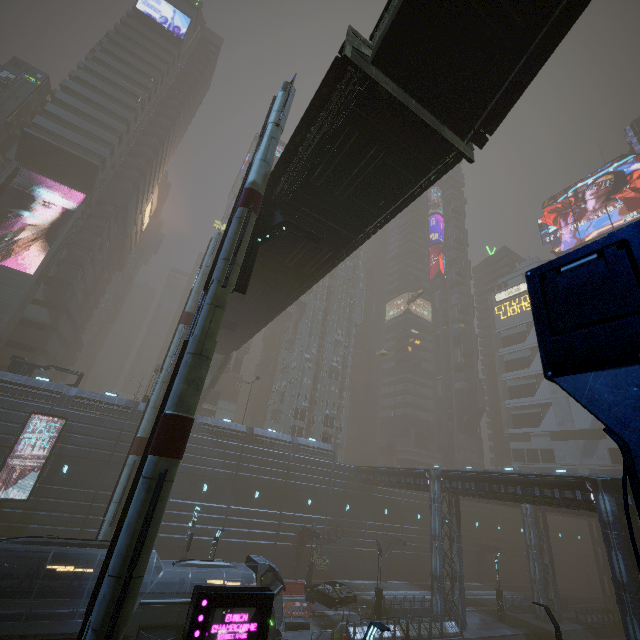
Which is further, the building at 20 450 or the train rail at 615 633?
the train rail at 615 633

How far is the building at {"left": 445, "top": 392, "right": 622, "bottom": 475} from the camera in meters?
50.4 m

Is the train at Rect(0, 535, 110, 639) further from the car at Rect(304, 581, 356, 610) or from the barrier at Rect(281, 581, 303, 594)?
the barrier at Rect(281, 581, 303, 594)

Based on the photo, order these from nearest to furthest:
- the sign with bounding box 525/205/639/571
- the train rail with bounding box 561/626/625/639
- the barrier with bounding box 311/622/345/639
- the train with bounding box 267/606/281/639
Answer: the sign with bounding box 525/205/639/571 < the train with bounding box 267/606/281/639 < the barrier with bounding box 311/622/345/639 < the train rail with bounding box 561/626/625/639

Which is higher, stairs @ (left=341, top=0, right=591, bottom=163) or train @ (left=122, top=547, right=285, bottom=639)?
stairs @ (left=341, top=0, right=591, bottom=163)

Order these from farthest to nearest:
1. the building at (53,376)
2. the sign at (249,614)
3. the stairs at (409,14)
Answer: the building at (53,376), the stairs at (409,14), the sign at (249,614)

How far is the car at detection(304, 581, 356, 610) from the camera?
23.80m

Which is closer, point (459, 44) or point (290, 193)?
point (459, 44)
